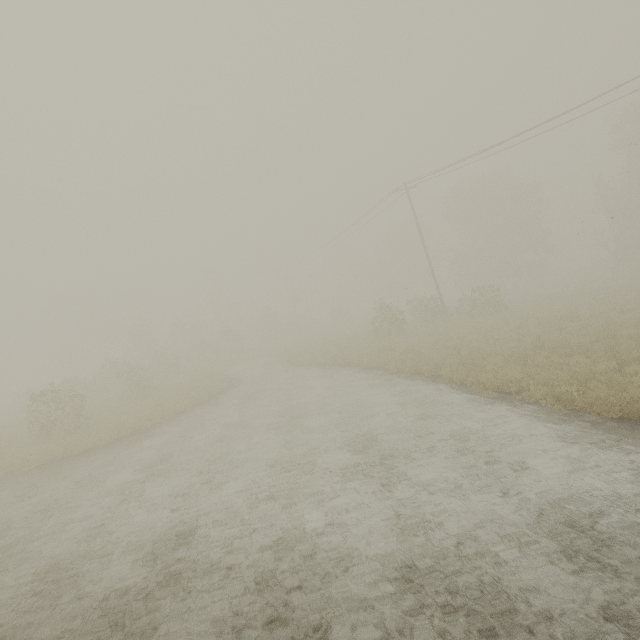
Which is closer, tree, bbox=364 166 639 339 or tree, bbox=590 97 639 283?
tree, bbox=364 166 639 339

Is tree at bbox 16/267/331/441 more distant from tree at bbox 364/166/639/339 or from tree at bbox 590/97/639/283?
tree at bbox 590/97/639/283

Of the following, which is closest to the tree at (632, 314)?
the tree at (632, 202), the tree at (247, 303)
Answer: the tree at (632, 202)

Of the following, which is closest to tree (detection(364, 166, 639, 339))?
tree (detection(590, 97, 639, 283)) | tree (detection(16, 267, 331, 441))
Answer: tree (detection(590, 97, 639, 283))

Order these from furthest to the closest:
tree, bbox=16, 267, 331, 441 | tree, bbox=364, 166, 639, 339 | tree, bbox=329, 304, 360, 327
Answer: tree, bbox=329, 304, 360, 327 → tree, bbox=364, 166, 639, 339 → tree, bbox=16, 267, 331, 441

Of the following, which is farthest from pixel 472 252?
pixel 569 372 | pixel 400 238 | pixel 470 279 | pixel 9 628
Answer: pixel 9 628

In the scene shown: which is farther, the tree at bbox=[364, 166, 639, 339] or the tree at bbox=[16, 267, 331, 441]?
the tree at bbox=[364, 166, 639, 339]

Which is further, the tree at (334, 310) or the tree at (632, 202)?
the tree at (334, 310)
